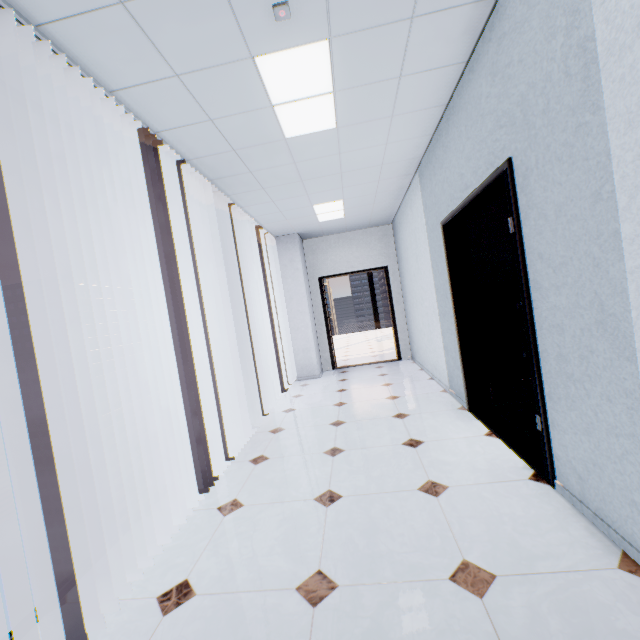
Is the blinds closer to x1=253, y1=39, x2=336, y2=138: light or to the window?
the window

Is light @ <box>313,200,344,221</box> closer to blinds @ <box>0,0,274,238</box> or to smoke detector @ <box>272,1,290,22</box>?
blinds @ <box>0,0,274,238</box>

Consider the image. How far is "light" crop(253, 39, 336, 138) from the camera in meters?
2.0

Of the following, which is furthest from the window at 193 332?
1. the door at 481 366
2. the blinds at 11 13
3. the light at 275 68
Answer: the door at 481 366

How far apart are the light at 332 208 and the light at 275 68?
2.05m

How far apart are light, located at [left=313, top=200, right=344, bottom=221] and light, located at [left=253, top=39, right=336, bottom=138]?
2.05m

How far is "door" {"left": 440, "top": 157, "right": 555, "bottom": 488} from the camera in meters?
2.0

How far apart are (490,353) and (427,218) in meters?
2.0 m
